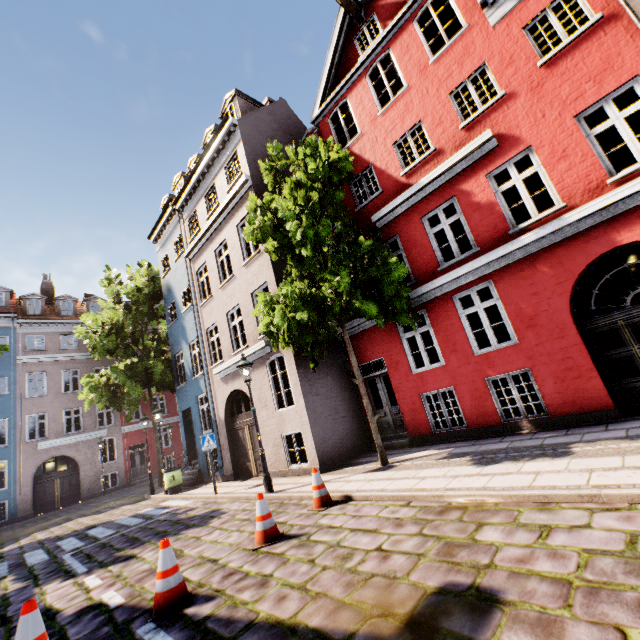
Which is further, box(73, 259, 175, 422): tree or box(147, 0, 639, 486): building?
box(73, 259, 175, 422): tree

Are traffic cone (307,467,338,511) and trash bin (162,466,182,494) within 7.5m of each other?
no

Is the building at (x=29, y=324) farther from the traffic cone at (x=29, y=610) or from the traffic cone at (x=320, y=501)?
the traffic cone at (x=29, y=610)

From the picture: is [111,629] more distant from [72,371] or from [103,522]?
[72,371]

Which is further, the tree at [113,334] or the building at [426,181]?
the tree at [113,334]

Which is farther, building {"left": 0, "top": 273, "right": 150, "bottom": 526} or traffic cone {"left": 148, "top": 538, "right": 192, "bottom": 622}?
building {"left": 0, "top": 273, "right": 150, "bottom": 526}

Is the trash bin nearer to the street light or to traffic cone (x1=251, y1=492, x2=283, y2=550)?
the street light

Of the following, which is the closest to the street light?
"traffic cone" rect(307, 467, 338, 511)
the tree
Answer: "traffic cone" rect(307, 467, 338, 511)
